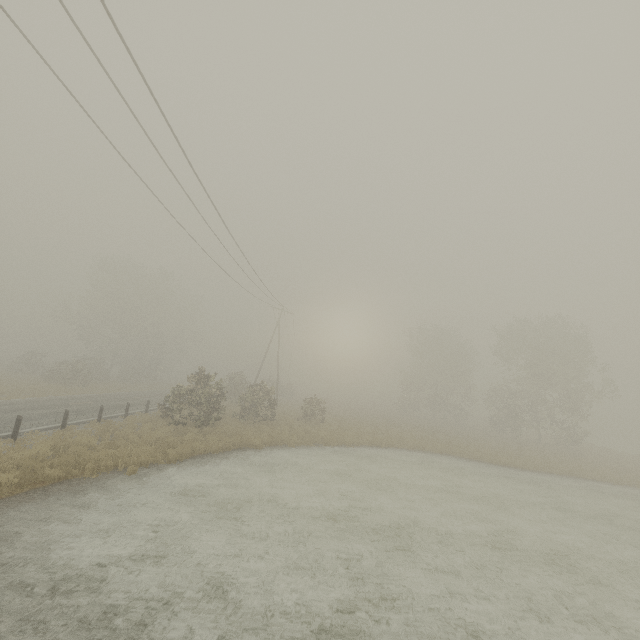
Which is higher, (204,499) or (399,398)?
(399,398)
